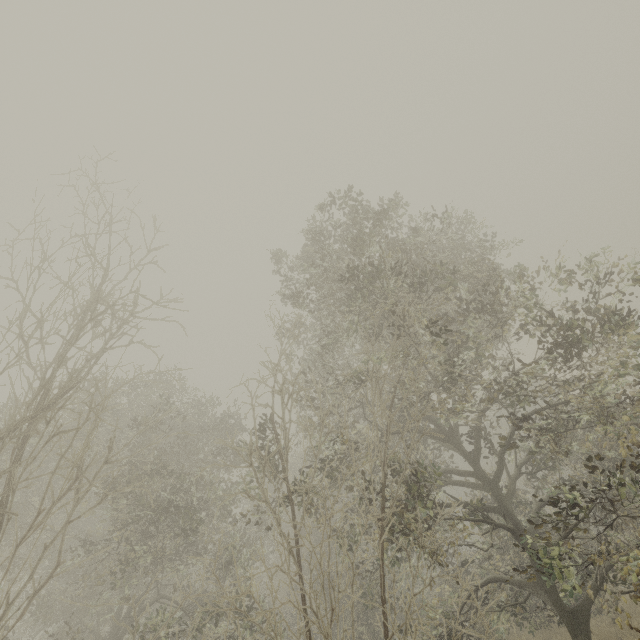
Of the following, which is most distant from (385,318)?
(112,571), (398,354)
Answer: (112,571)
